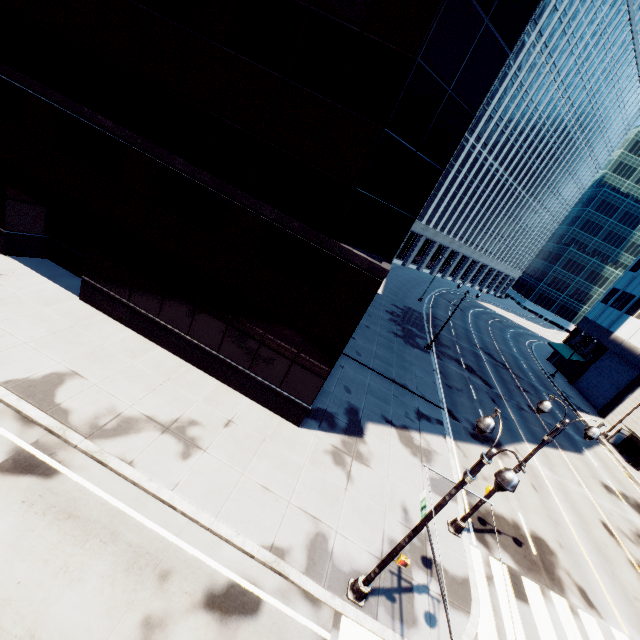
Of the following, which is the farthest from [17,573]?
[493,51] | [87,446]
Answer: [493,51]

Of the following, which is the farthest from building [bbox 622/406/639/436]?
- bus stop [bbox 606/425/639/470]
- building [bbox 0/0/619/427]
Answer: building [bbox 0/0/619/427]

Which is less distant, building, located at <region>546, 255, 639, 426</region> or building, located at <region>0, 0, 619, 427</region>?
building, located at <region>0, 0, 619, 427</region>

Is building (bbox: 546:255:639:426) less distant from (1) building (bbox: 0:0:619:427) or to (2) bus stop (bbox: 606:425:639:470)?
(2) bus stop (bbox: 606:425:639:470)

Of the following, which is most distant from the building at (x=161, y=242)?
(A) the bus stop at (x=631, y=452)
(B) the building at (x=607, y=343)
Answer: (B) the building at (x=607, y=343)
